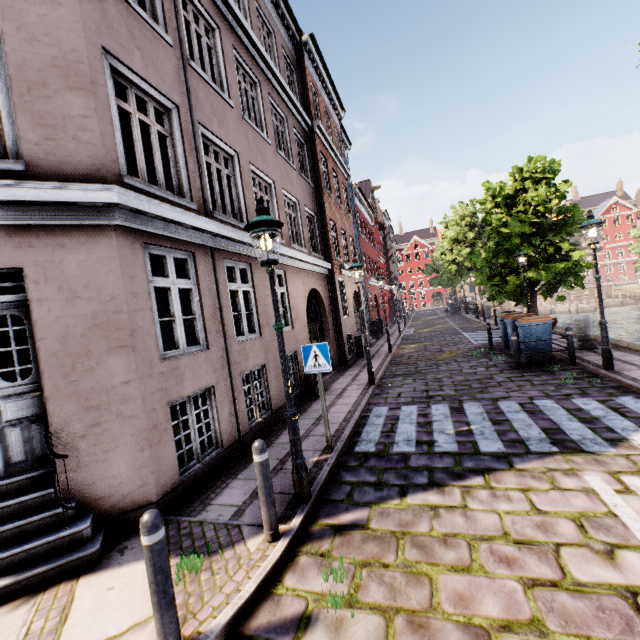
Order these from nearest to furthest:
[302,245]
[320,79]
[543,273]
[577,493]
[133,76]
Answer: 1. [577,493]
2. [133,76]
3. [302,245]
4. [543,273]
5. [320,79]

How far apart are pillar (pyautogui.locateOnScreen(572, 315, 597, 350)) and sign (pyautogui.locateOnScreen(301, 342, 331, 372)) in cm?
981

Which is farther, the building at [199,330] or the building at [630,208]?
the building at [630,208]

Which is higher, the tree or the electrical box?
the tree

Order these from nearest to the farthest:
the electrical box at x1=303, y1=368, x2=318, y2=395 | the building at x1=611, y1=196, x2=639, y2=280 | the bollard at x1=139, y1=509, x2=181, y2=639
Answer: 1. the bollard at x1=139, y1=509, x2=181, y2=639
2. the electrical box at x1=303, y1=368, x2=318, y2=395
3. the building at x1=611, y1=196, x2=639, y2=280

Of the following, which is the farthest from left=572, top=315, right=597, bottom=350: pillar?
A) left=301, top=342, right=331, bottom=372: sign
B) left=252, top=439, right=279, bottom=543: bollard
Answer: left=252, top=439, right=279, bottom=543: bollard

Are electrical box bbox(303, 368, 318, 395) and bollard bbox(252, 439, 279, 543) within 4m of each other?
no

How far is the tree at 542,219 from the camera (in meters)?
13.66
